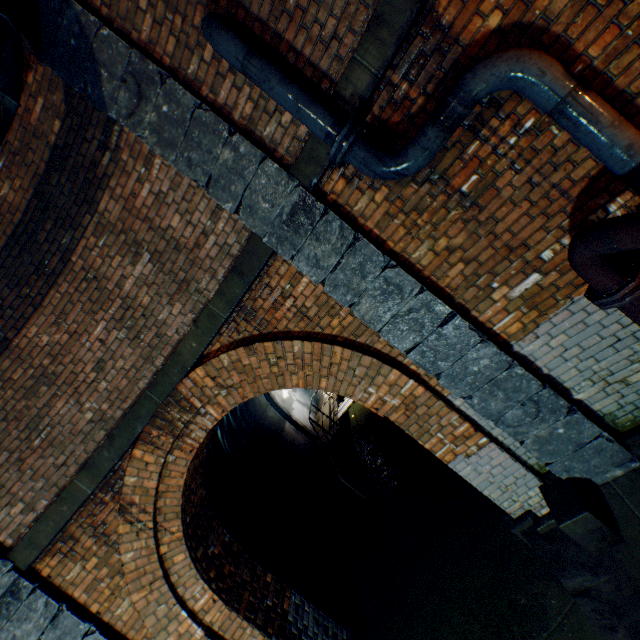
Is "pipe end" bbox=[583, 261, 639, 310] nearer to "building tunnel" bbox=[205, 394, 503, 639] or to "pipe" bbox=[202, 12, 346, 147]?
"pipe" bbox=[202, 12, 346, 147]

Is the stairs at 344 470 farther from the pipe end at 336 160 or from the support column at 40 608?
the pipe end at 336 160

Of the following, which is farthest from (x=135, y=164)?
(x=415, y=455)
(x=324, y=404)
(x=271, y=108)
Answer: (x=324, y=404)

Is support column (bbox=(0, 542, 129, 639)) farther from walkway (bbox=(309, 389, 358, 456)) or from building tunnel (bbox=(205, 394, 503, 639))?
walkway (bbox=(309, 389, 358, 456))

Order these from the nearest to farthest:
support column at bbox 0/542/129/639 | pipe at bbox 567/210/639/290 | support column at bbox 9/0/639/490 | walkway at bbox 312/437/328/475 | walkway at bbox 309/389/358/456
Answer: pipe at bbox 567/210/639/290 → support column at bbox 9/0/639/490 → support column at bbox 0/542/129/639 → walkway at bbox 312/437/328/475 → walkway at bbox 309/389/358/456

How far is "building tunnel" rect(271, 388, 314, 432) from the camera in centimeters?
1297cm

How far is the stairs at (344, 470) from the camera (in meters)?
8.16

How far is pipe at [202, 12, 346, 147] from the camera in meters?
2.4
